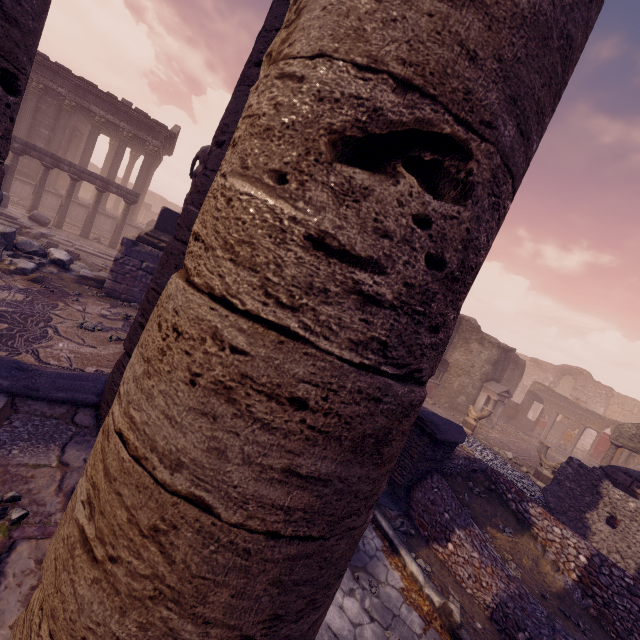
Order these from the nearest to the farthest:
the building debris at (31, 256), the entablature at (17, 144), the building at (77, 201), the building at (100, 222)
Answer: the building debris at (31, 256), the entablature at (17, 144), the building at (77, 201), the building at (100, 222)

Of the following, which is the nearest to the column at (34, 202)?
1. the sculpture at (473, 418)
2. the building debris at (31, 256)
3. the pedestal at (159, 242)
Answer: the building debris at (31, 256)

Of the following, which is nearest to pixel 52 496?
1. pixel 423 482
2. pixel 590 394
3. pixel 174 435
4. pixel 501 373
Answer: pixel 174 435

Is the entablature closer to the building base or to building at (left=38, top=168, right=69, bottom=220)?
building at (left=38, top=168, right=69, bottom=220)

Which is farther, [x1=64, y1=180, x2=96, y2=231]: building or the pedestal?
[x1=64, y1=180, x2=96, y2=231]: building

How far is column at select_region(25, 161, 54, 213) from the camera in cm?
1429

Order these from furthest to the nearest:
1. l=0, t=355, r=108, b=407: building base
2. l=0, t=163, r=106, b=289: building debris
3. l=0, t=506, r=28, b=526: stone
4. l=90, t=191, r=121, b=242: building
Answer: l=90, t=191, r=121, b=242: building < l=0, t=163, r=106, b=289: building debris < l=0, t=355, r=108, b=407: building base < l=0, t=506, r=28, b=526: stone

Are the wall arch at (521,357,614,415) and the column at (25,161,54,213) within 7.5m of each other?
no
